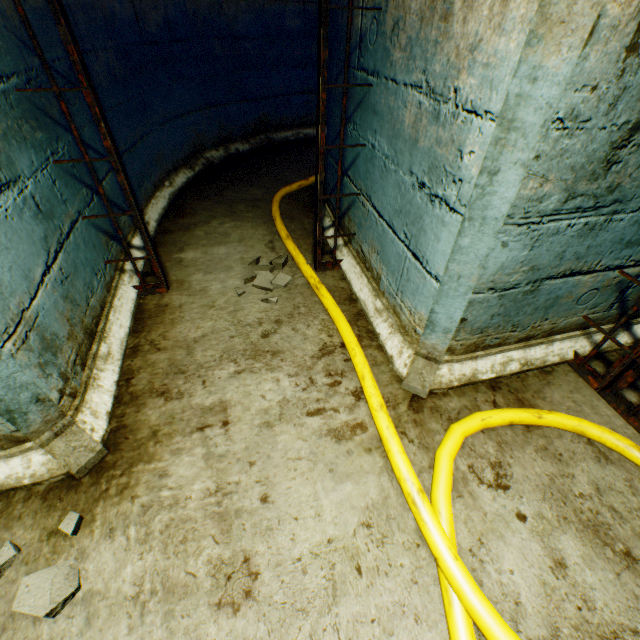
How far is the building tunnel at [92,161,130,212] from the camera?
2.2m

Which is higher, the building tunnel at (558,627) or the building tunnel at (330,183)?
the building tunnel at (330,183)

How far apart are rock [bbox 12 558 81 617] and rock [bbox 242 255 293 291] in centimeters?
162cm

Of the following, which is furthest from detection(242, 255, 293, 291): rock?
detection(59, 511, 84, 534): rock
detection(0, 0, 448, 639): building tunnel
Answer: detection(59, 511, 84, 534): rock

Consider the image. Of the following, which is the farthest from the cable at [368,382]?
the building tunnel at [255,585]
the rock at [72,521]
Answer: the rock at [72,521]

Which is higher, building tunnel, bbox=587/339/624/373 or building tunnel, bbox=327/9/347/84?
building tunnel, bbox=327/9/347/84

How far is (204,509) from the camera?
1.33m
